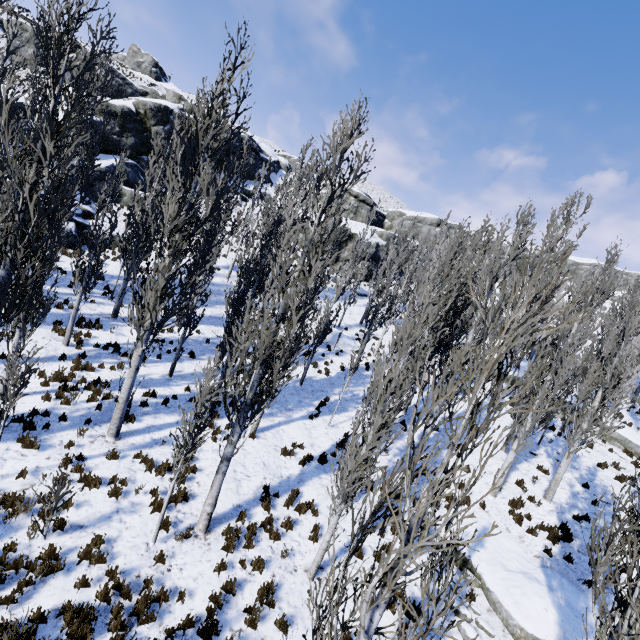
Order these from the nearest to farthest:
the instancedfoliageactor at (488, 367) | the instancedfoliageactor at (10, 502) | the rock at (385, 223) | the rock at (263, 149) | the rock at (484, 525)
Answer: the instancedfoliageactor at (488, 367), the instancedfoliageactor at (10, 502), the rock at (484, 525), the rock at (385, 223), the rock at (263, 149)

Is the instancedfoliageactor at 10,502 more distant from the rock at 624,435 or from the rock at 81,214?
the rock at 81,214

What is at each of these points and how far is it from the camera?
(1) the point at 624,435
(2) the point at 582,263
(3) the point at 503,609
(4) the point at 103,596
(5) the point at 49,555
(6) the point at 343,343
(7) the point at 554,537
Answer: (1) rock, 19.48m
(2) rock, 57.28m
(3) rock, 8.21m
(4) instancedfoliageactor, 6.20m
(5) instancedfoliageactor, 6.51m
(6) rock, 23.92m
(7) instancedfoliageactor, 10.75m

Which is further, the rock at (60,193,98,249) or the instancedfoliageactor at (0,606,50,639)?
the rock at (60,193,98,249)

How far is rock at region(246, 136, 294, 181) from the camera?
43.6 meters

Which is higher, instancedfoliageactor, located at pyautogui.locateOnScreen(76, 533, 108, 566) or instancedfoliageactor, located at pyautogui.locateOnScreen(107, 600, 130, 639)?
instancedfoliageactor, located at pyautogui.locateOnScreen(76, 533, 108, 566)

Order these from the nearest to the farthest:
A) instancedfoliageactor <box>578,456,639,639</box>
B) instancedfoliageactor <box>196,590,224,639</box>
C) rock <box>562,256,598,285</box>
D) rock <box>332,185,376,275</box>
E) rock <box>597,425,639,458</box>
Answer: instancedfoliageactor <box>578,456,639,639</box> < instancedfoliageactor <box>196,590,224,639</box> < rock <box>597,425,639,458</box> < rock <box>332,185,376,275</box> < rock <box>562,256,598,285</box>

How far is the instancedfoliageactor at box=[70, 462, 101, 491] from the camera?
8.2 meters
